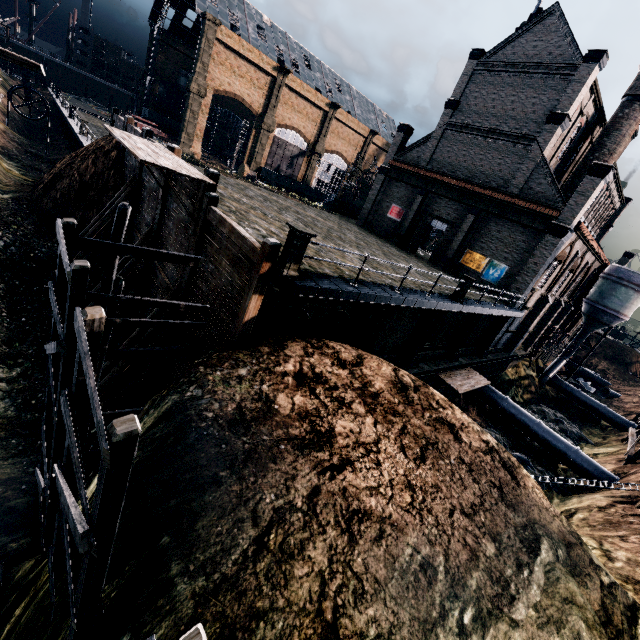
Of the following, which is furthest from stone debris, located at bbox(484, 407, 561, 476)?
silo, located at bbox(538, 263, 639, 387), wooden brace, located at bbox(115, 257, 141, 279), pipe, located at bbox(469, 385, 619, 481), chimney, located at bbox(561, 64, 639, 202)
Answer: wooden brace, located at bbox(115, 257, 141, 279)

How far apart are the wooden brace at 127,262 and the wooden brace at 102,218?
4.8 meters

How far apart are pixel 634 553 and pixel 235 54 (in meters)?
66.96

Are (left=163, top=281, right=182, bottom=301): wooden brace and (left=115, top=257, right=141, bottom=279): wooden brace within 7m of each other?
yes

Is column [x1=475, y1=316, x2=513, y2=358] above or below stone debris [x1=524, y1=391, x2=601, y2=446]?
above

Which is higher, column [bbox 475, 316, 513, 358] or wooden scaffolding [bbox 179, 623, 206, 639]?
wooden scaffolding [bbox 179, 623, 206, 639]

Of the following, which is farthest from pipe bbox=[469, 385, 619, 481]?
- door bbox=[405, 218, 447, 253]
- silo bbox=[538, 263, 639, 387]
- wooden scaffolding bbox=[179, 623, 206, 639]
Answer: wooden scaffolding bbox=[179, 623, 206, 639]

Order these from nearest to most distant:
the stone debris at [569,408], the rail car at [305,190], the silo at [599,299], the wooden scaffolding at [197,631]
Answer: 1. the wooden scaffolding at [197,631]
2. the stone debris at [569,408]
3. the silo at [599,299]
4. the rail car at [305,190]
